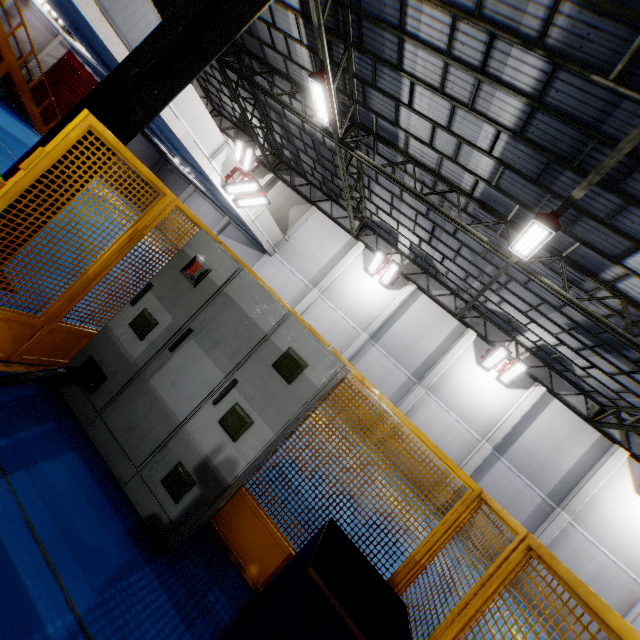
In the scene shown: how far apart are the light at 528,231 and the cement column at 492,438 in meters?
9.7 m

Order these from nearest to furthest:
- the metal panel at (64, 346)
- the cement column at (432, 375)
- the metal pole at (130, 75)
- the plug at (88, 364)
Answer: the metal panel at (64, 346), the plug at (88, 364), the metal pole at (130, 75), the cement column at (432, 375)

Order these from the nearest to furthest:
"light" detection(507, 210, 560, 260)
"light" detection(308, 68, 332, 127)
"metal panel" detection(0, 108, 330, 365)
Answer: "metal panel" detection(0, 108, 330, 365), "light" detection(507, 210, 560, 260), "light" detection(308, 68, 332, 127)

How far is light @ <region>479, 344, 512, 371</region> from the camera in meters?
15.4

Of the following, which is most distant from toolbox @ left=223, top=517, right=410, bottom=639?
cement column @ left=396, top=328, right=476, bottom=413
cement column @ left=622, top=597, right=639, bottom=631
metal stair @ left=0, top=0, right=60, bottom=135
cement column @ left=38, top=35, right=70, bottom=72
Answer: cement column @ left=38, top=35, right=70, bottom=72

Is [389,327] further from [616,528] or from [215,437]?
[215,437]

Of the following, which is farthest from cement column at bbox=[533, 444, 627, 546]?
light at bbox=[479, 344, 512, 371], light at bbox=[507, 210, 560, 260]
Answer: light at bbox=[507, 210, 560, 260]

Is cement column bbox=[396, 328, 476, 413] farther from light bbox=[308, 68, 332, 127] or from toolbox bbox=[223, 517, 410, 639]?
toolbox bbox=[223, 517, 410, 639]
